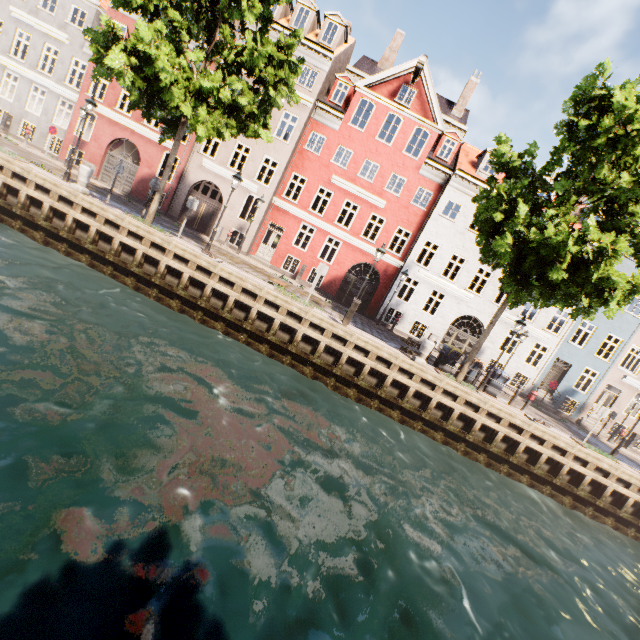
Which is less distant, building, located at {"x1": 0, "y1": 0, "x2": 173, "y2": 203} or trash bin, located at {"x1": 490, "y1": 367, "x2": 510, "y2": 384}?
trash bin, located at {"x1": 490, "y1": 367, "x2": 510, "y2": 384}

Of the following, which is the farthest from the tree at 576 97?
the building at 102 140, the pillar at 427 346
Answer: the building at 102 140

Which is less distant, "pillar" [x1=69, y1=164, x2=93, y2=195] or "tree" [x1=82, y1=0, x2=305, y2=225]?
"tree" [x1=82, y1=0, x2=305, y2=225]

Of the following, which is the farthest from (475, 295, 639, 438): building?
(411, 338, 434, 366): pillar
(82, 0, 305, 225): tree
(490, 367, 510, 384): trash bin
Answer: (490, 367, 510, 384): trash bin

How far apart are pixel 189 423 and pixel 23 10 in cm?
3073

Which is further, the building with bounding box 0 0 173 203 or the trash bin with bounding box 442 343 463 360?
the building with bounding box 0 0 173 203

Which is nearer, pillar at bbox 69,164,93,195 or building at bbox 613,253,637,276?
pillar at bbox 69,164,93,195

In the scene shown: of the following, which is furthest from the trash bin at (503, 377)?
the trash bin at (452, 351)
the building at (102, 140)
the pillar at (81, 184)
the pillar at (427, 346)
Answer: the building at (102, 140)
